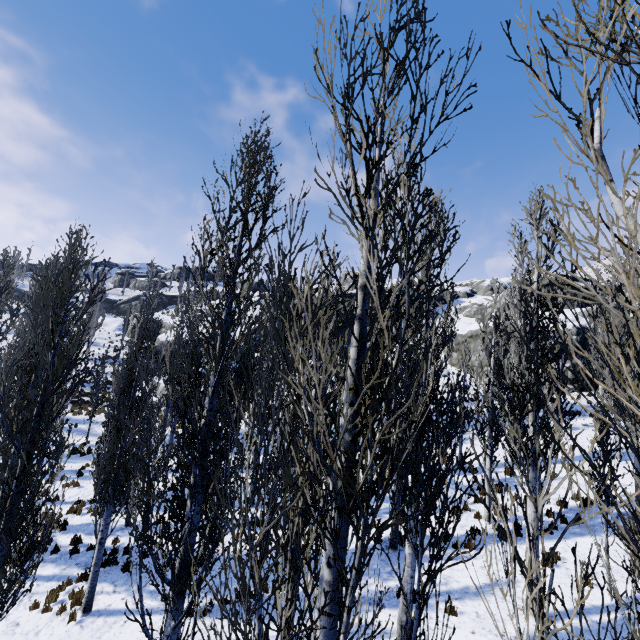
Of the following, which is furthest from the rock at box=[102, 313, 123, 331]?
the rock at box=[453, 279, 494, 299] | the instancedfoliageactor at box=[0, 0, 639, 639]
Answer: the rock at box=[453, 279, 494, 299]

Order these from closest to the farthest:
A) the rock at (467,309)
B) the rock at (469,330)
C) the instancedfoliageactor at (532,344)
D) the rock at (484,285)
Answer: the instancedfoliageactor at (532,344) < the rock at (469,330) < the rock at (467,309) < the rock at (484,285)

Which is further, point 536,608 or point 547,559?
point 536,608

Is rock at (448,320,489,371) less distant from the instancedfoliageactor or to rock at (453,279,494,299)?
the instancedfoliageactor

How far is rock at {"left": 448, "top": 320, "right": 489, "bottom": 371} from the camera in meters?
28.8

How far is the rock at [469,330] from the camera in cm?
2880

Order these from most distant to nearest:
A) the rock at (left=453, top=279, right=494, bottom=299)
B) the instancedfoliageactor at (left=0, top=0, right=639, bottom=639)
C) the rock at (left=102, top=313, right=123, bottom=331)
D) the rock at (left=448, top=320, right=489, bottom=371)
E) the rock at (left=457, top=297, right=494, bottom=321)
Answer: the rock at (left=453, top=279, right=494, bottom=299)
the rock at (left=102, top=313, right=123, bottom=331)
the rock at (left=457, top=297, right=494, bottom=321)
the rock at (left=448, top=320, right=489, bottom=371)
the instancedfoliageactor at (left=0, top=0, right=639, bottom=639)
